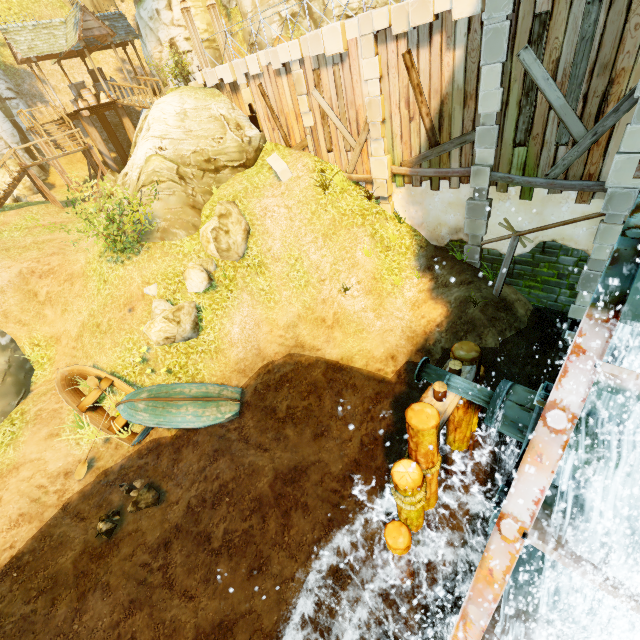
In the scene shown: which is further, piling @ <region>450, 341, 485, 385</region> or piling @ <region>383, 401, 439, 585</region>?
piling @ <region>450, 341, 485, 385</region>

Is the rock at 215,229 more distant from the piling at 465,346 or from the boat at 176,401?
the piling at 465,346

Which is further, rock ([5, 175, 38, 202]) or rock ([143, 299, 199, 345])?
rock ([5, 175, 38, 202])

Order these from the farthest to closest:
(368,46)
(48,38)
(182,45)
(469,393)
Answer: (48,38) → (182,45) → (368,46) → (469,393)

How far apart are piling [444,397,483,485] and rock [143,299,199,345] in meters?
8.6 m

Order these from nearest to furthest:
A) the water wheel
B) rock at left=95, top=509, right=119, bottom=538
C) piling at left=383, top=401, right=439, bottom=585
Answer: the water wheel
piling at left=383, top=401, right=439, bottom=585
rock at left=95, top=509, right=119, bottom=538

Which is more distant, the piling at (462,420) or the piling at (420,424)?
the piling at (462,420)

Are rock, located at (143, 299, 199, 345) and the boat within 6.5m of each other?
yes
